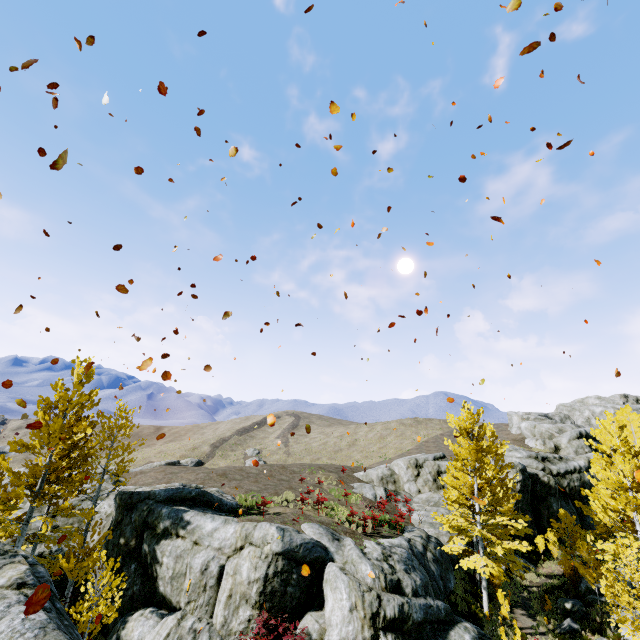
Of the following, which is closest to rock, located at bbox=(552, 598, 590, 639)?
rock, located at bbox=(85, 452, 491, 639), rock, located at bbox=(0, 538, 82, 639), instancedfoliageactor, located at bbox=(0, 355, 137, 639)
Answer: rock, located at bbox=(85, 452, 491, 639)

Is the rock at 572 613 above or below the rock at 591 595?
below

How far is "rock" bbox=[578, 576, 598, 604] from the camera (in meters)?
19.77

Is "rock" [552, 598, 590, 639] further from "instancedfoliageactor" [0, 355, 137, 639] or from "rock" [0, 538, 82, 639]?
"instancedfoliageactor" [0, 355, 137, 639]

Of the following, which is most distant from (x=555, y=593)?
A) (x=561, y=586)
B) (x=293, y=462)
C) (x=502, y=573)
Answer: (x=293, y=462)

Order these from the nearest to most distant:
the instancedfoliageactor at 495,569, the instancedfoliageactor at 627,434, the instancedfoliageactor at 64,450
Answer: the instancedfoliageactor at 64,450
the instancedfoliageactor at 627,434
the instancedfoliageactor at 495,569

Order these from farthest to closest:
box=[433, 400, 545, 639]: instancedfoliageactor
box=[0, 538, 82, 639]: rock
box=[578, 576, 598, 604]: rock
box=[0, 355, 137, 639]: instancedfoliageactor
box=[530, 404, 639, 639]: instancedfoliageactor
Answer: box=[578, 576, 598, 604]: rock
box=[433, 400, 545, 639]: instancedfoliageactor
box=[530, 404, 639, 639]: instancedfoliageactor
box=[0, 355, 137, 639]: instancedfoliageactor
box=[0, 538, 82, 639]: rock

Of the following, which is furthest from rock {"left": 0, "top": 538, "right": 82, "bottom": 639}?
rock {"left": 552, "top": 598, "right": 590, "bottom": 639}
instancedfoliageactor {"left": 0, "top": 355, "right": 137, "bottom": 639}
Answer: rock {"left": 552, "top": 598, "right": 590, "bottom": 639}
